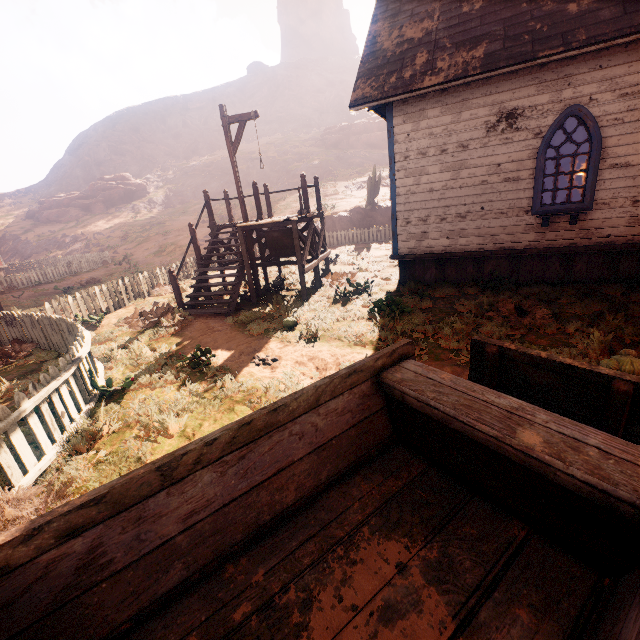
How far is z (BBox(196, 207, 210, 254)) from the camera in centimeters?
2703cm

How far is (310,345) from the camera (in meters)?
6.62

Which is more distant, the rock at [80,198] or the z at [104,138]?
the rock at [80,198]

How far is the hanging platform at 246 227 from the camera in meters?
9.0

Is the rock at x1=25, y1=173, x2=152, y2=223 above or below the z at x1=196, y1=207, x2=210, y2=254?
above

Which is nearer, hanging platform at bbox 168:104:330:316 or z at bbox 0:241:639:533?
z at bbox 0:241:639:533
